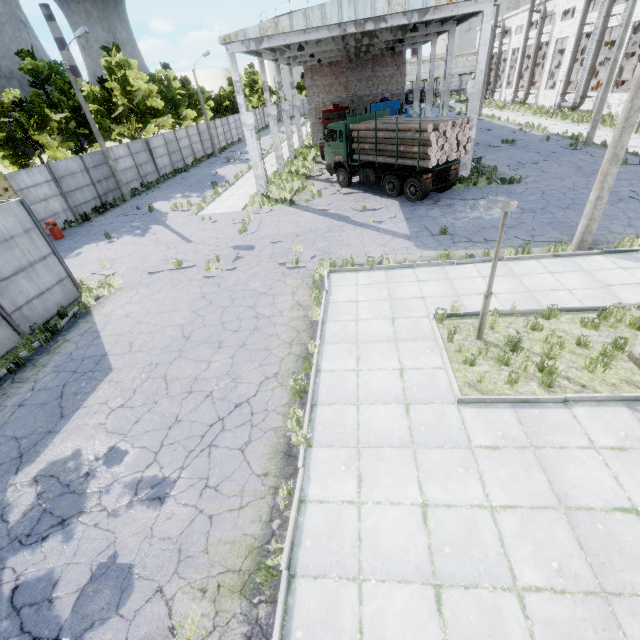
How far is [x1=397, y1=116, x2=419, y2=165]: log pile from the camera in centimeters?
1506cm

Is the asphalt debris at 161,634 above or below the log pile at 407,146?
below

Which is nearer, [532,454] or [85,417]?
[532,454]

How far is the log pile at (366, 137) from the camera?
17.1 meters

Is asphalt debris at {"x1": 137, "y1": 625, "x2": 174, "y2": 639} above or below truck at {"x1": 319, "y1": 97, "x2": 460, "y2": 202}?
below

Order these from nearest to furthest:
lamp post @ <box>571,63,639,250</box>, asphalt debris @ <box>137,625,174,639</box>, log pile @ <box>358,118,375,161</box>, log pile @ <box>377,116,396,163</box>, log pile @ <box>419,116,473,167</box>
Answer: asphalt debris @ <box>137,625,174,639</box> < lamp post @ <box>571,63,639,250</box> < log pile @ <box>419,116,473,167</box> < log pile @ <box>377,116,396,163</box> < log pile @ <box>358,118,375,161</box>

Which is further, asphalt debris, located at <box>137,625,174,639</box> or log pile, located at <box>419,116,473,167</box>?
log pile, located at <box>419,116,473,167</box>
